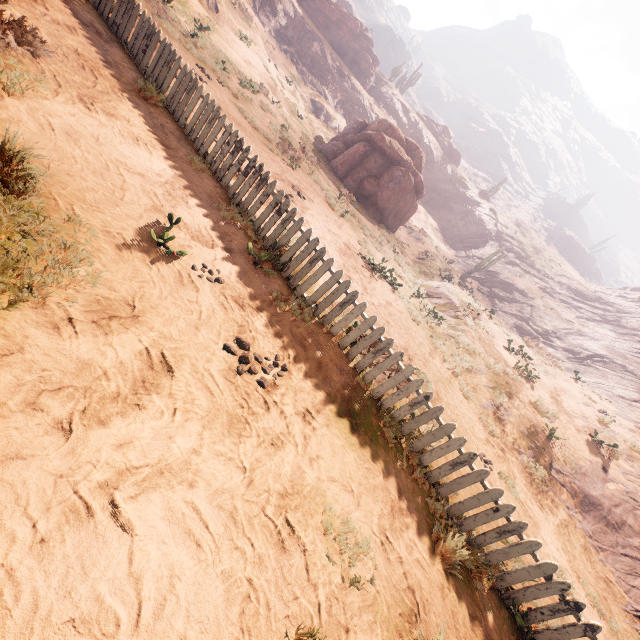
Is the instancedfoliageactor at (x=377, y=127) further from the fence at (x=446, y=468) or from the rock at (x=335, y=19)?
the rock at (x=335, y=19)

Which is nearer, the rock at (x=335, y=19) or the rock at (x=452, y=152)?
the rock at (x=335, y=19)

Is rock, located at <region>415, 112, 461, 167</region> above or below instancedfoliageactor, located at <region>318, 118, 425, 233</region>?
above

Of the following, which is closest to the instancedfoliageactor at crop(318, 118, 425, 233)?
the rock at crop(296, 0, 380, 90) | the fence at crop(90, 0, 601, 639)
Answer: the fence at crop(90, 0, 601, 639)

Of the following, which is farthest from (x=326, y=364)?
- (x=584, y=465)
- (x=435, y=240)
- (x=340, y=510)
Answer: (x=435, y=240)

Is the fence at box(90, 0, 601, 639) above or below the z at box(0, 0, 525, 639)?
above

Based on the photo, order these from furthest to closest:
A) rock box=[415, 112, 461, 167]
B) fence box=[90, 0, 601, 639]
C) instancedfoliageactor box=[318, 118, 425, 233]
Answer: rock box=[415, 112, 461, 167] < instancedfoliageactor box=[318, 118, 425, 233] < fence box=[90, 0, 601, 639]

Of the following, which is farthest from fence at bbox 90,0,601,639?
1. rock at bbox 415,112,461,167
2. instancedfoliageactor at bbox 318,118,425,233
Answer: rock at bbox 415,112,461,167
